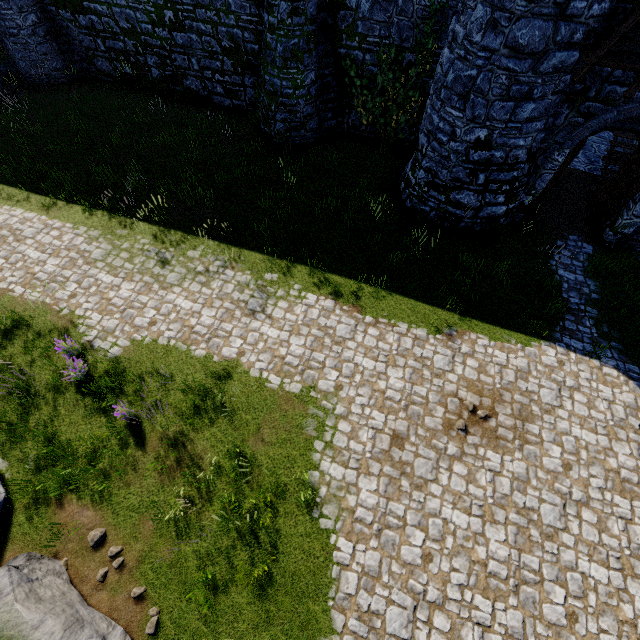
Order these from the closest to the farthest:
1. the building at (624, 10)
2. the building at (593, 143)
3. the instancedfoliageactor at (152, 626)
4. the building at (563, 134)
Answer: the instancedfoliageactor at (152, 626), the building at (624, 10), the building at (563, 134), the building at (593, 143)

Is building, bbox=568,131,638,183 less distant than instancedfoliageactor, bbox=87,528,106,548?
No

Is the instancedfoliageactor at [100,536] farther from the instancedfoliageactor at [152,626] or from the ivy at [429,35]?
the ivy at [429,35]

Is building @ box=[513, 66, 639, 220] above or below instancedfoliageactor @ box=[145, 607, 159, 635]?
above

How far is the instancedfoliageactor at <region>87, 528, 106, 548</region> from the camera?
6.4m

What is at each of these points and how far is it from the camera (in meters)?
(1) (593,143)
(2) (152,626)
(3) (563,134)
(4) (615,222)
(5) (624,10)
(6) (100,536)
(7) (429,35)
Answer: (1) building, 14.77
(2) instancedfoliageactor, 5.83
(3) building, 9.34
(4) building, 10.96
(5) building, 7.11
(6) instancedfoliageactor, 6.46
(7) ivy, 10.79

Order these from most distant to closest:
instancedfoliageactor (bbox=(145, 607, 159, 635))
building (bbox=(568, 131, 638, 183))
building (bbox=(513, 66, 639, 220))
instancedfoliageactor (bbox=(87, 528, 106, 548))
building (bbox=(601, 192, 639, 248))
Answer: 1. building (bbox=(568, 131, 638, 183))
2. building (bbox=(601, 192, 639, 248))
3. building (bbox=(513, 66, 639, 220))
4. instancedfoliageactor (bbox=(87, 528, 106, 548))
5. instancedfoliageactor (bbox=(145, 607, 159, 635))

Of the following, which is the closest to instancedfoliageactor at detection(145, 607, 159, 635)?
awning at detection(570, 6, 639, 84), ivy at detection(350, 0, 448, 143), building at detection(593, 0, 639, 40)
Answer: awning at detection(570, 6, 639, 84)
